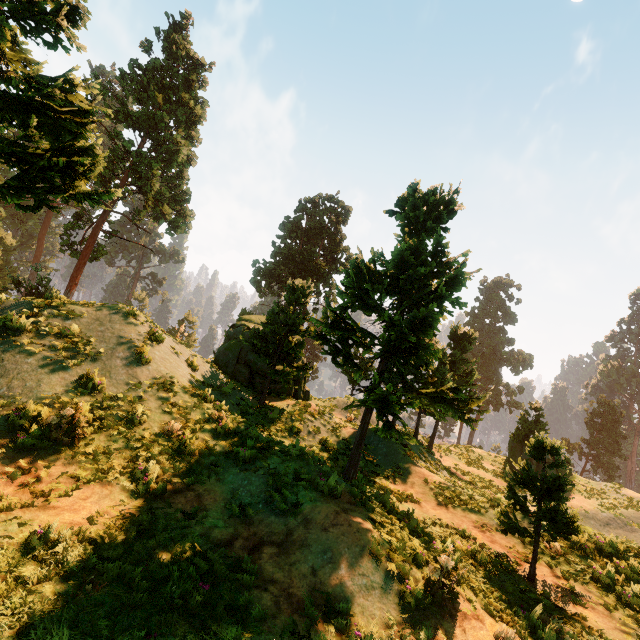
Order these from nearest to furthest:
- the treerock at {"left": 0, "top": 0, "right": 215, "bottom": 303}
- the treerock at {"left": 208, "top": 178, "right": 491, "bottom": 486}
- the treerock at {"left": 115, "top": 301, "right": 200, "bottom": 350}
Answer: the treerock at {"left": 0, "top": 0, "right": 215, "bottom": 303}, the treerock at {"left": 208, "top": 178, "right": 491, "bottom": 486}, the treerock at {"left": 115, "top": 301, "right": 200, "bottom": 350}

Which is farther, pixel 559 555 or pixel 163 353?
pixel 163 353

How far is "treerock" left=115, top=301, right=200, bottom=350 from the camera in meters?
12.4 m

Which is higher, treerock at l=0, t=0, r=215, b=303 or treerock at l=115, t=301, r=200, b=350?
treerock at l=0, t=0, r=215, b=303

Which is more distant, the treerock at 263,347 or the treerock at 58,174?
the treerock at 263,347

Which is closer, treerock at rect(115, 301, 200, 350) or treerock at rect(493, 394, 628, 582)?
treerock at rect(493, 394, 628, 582)
